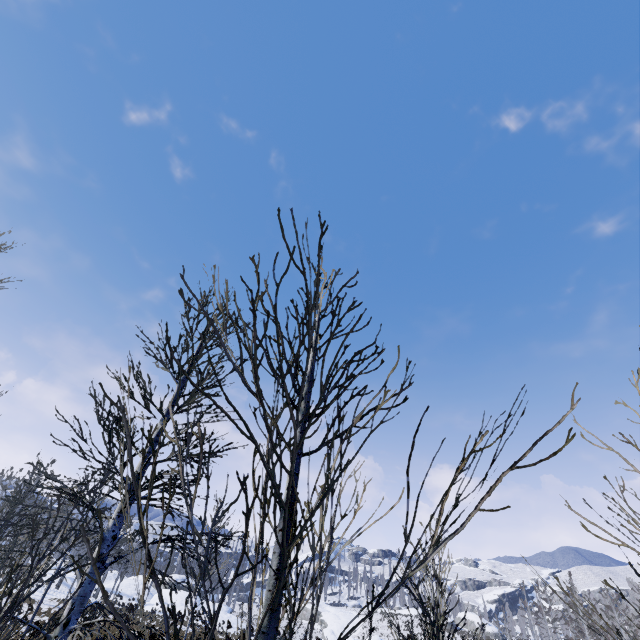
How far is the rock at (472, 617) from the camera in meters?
56.8 m

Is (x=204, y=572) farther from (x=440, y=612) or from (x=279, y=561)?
(x=440, y=612)

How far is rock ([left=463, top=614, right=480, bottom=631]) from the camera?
56.80m
